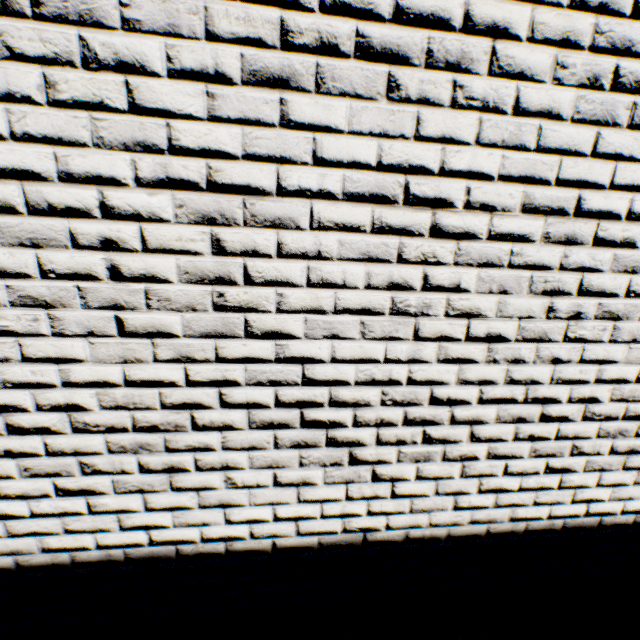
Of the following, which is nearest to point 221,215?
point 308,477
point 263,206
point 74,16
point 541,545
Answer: point 263,206
